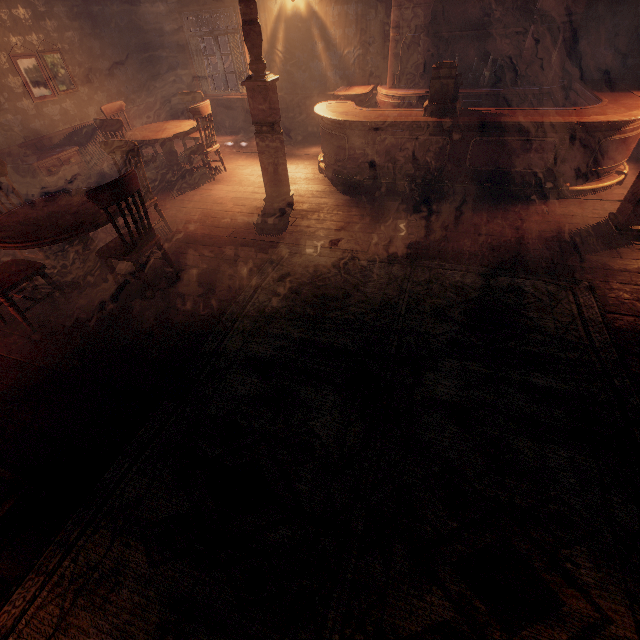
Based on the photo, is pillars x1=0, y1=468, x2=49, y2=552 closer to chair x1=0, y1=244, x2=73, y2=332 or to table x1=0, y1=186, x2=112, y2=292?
chair x1=0, y1=244, x2=73, y2=332

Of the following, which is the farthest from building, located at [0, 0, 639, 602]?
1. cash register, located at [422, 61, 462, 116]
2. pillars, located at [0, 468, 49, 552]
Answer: cash register, located at [422, 61, 462, 116]

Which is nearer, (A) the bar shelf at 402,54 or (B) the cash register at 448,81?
(B) the cash register at 448,81

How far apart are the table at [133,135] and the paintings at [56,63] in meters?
2.1

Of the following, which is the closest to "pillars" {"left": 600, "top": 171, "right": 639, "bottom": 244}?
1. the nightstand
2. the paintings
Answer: the nightstand

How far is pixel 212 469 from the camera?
2.1 meters

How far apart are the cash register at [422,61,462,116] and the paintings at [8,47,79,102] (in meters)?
6.78

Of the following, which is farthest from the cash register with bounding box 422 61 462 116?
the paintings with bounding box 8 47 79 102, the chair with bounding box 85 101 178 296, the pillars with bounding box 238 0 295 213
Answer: the paintings with bounding box 8 47 79 102
